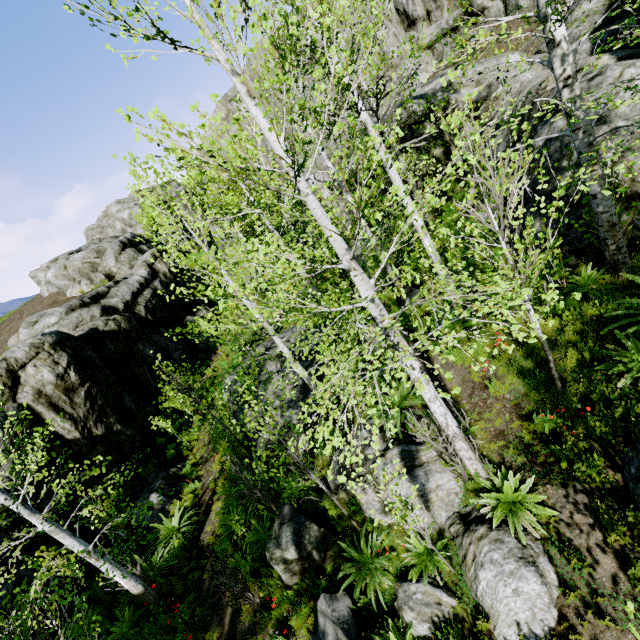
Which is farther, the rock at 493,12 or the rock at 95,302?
the rock at 493,12

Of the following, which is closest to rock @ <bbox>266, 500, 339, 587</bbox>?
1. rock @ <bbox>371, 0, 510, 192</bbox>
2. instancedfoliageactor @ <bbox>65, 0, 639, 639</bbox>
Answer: rock @ <bbox>371, 0, 510, 192</bbox>

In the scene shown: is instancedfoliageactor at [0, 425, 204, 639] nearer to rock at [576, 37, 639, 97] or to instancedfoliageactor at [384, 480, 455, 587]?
rock at [576, 37, 639, 97]

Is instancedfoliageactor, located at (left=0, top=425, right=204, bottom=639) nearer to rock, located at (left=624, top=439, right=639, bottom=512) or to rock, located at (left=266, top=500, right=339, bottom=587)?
rock, located at (left=266, top=500, right=339, bottom=587)

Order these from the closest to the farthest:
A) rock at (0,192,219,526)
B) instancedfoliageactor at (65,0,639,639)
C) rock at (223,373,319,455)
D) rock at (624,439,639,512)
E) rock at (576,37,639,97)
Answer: instancedfoliageactor at (65,0,639,639), rock at (624,439,639,512), rock at (576,37,639,97), rock at (223,373,319,455), rock at (0,192,219,526)

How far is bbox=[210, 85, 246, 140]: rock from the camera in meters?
22.6

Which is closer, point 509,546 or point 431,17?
point 509,546
